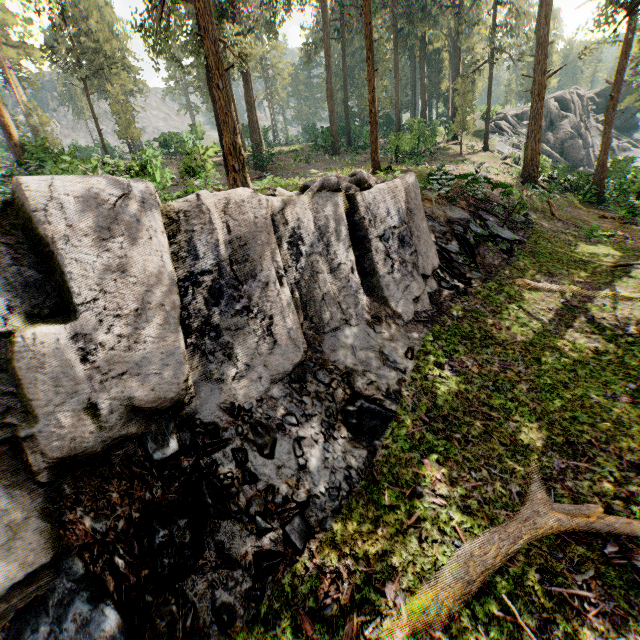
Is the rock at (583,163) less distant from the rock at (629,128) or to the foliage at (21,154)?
the foliage at (21,154)

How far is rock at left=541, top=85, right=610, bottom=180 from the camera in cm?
3844

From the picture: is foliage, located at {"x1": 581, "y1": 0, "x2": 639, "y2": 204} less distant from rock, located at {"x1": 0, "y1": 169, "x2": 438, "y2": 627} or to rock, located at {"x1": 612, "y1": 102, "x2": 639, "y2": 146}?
rock, located at {"x1": 0, "y1": 169, "x2": 438, "y2": 627}

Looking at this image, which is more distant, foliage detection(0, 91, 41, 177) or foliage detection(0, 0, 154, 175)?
foliage detection(0, 0, 154, 175)

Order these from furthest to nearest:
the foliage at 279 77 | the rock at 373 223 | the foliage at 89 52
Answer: the foliage at 89 52, the foliage at 279 77, the rock at 373 223

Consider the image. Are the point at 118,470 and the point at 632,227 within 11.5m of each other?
no

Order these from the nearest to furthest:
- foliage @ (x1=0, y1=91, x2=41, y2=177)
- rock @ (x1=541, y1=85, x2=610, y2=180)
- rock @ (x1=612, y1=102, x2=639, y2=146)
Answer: foliage @ (x1=0, y1=91, x2=41, y2=177)
rock @ (x1=541, y1=85, x2=610, y2=180)
rock @ (x1=612, y1=102, x2=639, y2=146)

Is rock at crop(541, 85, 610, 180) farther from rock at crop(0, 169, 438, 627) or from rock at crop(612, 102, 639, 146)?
rock at crop(0, 169, 438, 627)
